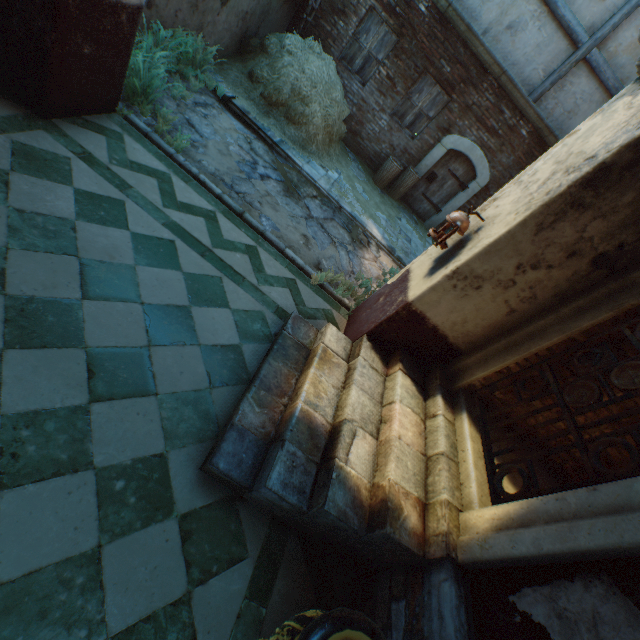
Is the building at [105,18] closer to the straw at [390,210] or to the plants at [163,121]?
the straw at [390,210]

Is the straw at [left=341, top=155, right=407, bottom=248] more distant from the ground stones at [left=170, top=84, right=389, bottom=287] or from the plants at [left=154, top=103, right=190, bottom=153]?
the plants at [left=154, top=103, right=190, bottom=153]

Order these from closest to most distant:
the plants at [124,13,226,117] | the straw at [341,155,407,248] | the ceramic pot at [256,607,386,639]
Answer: the ceramic pot at [256,607,386,639], the plants at [124,13,226,117], the straw at [341,155,407,248]

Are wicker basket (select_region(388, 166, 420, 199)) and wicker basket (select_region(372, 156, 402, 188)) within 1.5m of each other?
yes

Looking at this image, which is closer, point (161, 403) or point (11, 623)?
point (11, 623)

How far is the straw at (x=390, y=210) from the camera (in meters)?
7.73

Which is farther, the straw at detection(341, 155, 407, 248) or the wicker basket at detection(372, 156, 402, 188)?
the wicker basket at detection(372, 156, 402, 188)

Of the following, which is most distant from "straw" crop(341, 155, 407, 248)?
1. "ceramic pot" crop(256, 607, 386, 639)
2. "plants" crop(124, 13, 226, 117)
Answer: "ceramic pot" crop(256, 607, 386, 639)
